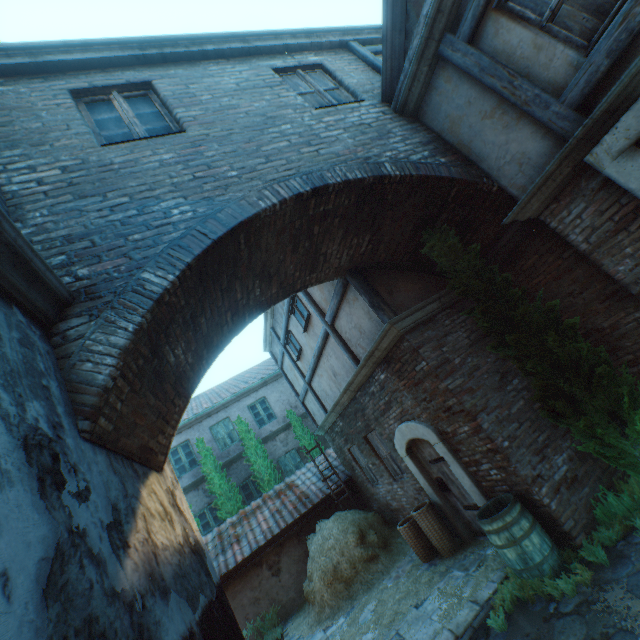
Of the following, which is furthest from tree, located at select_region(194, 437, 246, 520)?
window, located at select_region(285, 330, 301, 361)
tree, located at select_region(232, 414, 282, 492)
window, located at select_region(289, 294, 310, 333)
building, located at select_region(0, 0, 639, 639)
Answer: window, located at select_region(289, 294, 310, 333)

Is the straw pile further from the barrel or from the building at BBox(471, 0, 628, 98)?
the barrel

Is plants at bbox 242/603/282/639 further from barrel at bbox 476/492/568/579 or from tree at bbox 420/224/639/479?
tree at bbox 420/224/639/479

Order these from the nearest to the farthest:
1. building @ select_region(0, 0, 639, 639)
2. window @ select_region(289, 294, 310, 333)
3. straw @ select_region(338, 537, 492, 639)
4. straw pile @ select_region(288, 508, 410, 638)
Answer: building @ select_region(0, 0, 639, 639) → straw @ select_region(338, 537, 492, 639) → straw pile @ select_region(288, 508, 410, 638) → window @ select_region(289, 294, 310, 333)

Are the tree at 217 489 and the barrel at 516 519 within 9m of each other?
no

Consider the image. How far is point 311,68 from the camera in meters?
5.7

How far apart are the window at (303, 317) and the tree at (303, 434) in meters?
7.5

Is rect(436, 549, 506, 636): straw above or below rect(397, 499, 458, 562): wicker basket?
below
